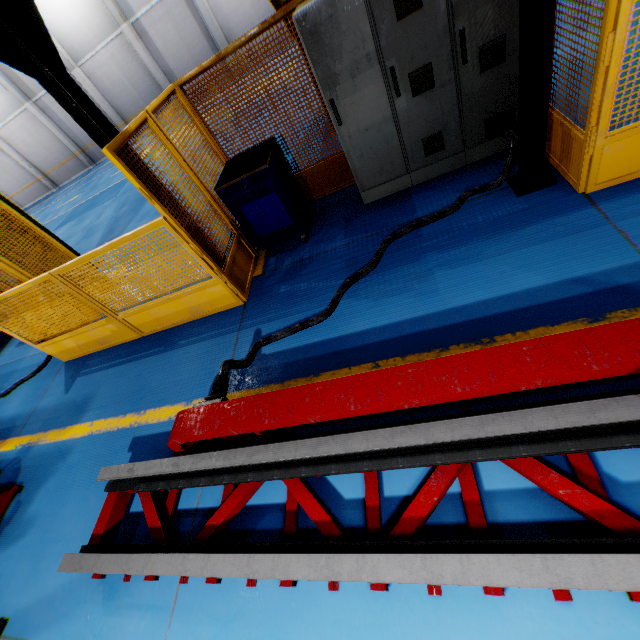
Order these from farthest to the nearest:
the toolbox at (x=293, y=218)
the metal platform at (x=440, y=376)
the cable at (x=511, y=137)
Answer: the toolbox at (x=293, y=218) → the cable at (x=511, y=137) → the metal platform at (x=440, y=376)

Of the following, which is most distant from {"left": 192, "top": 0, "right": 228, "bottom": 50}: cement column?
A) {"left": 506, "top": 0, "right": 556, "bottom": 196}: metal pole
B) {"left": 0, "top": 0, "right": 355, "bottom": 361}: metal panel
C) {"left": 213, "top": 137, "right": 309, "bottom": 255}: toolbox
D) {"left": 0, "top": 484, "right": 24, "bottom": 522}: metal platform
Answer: {"left": 0, "top": 484, "right": 24, "bottom": 522}: metal platform

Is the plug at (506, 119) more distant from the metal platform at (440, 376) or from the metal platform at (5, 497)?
the metal platform at (5, 497)

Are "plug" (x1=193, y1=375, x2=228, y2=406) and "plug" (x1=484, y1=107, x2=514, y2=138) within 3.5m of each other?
no

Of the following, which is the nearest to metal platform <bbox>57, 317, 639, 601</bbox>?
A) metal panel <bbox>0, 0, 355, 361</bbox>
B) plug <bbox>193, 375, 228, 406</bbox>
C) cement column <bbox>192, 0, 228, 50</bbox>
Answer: plug <bbox>193, 375, 228, 406</bbox>

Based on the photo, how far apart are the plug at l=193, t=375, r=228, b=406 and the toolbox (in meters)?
2.33

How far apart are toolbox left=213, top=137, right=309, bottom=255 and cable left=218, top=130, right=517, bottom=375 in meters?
1.2 m

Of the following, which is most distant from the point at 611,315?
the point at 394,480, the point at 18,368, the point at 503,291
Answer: the point at 18,368
